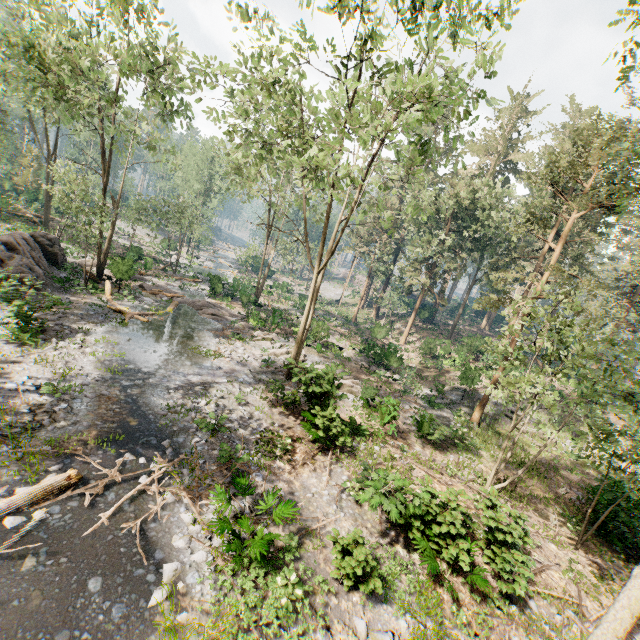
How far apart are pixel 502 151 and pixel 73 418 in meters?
48.5

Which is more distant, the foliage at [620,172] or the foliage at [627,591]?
the foliage at [620,172]

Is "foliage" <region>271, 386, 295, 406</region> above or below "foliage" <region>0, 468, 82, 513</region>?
above

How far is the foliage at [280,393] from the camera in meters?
15.2

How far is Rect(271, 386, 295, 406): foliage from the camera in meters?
15.2

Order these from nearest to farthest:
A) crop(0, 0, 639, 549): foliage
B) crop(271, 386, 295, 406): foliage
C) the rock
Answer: crop(0, 0, 639, 549): foliage < crop(271, 386, 295, 406): foliage < the rock

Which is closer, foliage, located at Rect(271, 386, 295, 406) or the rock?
foliage, located at Rect(271, 386, 295, 406)
